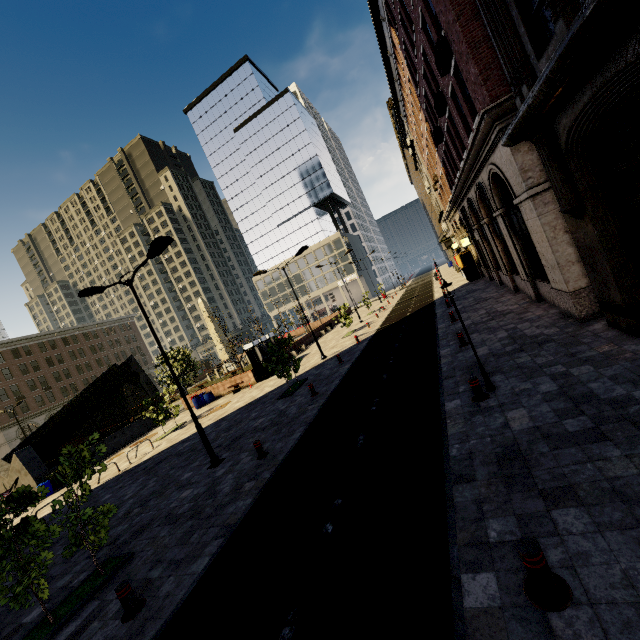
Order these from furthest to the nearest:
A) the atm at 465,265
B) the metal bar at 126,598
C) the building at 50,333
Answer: the building at 50,333 → the atm at 465,265 → the metal bar at 126,598

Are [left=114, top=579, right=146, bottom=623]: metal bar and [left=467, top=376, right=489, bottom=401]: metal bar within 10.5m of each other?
yes

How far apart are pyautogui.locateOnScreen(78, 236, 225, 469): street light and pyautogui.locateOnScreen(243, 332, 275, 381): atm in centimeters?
1400cm

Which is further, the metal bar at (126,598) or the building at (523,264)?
the metal bar at (126,598)

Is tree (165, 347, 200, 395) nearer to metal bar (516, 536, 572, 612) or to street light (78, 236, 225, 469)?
street light (78, 236, 225, 469)

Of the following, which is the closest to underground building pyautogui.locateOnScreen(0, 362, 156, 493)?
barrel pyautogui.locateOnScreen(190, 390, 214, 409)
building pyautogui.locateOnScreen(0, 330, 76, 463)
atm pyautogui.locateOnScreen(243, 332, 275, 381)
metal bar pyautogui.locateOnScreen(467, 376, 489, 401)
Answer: barrel pyautogui.locateOnScreen(190, 390, 214, 409)

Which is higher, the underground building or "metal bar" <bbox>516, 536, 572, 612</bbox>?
the underground building

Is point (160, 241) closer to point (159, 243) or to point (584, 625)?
point (159, 243)
